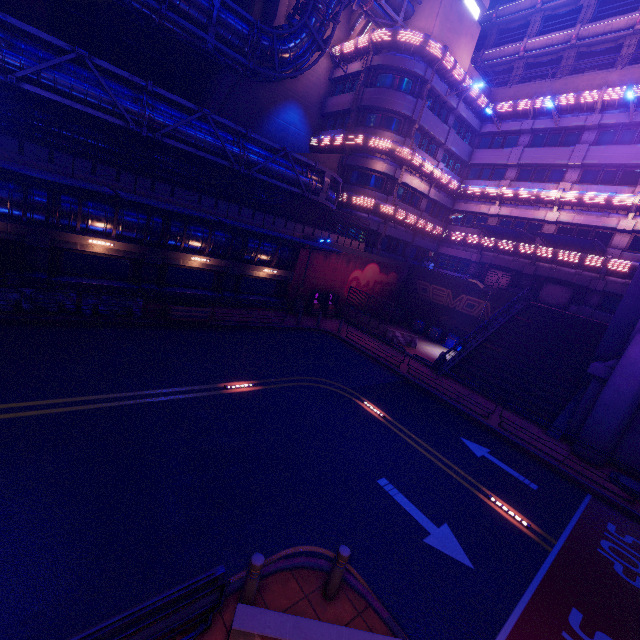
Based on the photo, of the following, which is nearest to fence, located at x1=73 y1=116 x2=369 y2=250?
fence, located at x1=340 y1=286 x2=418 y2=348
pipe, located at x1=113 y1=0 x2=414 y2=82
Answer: fence, located at x1=340 y1=286 x2=418 y2=348

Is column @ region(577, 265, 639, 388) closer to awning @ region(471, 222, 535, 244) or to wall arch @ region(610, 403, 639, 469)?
wall arch @ region(610, 403, 639, 469)

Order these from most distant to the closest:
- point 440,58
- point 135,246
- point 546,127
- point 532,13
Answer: point 532,13 < point 546,127 < point 440,58 < point 135,246

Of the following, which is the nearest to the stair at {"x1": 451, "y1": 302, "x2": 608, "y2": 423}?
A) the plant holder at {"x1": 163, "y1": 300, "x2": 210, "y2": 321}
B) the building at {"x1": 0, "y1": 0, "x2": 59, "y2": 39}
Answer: the plant holder at {"x1": 163, "y1": 300, "x2": 210, "y2": 321}

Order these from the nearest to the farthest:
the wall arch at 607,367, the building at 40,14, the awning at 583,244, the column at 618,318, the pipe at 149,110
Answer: the pipe at 149,110
the wall arch at 607,367
the column at 618,318
the building at 40,14
the awning at 583,244

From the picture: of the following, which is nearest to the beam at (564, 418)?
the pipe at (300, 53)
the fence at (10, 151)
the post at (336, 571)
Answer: the post at (336, 571)

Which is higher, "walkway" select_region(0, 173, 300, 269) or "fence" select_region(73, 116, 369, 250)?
"fence" select_region(73, 116, 369, 250)

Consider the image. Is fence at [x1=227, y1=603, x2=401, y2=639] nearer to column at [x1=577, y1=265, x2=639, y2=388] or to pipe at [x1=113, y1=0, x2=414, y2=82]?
column at [x1=577, y1=265, x2=639, y2=388]
